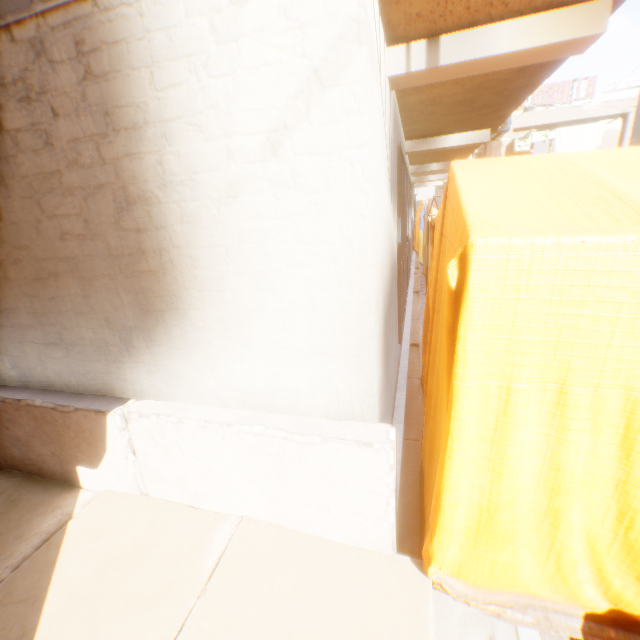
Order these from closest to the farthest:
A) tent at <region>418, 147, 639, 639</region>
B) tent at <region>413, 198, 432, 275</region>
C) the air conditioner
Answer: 1. tent at <region>418, 147, 639, 639</region>
2. the air conditioner
3. tent at <region>413, 198, 432, 275</region>

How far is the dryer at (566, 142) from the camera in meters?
18.4 m

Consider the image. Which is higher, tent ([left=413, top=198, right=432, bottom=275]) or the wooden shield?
the wooden shield

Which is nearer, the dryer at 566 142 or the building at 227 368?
the building at 227 368

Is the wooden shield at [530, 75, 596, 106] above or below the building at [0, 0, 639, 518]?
above

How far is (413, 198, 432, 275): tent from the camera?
9.95m

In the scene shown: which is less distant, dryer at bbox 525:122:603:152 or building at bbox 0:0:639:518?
building at bbox 0:0:639:518

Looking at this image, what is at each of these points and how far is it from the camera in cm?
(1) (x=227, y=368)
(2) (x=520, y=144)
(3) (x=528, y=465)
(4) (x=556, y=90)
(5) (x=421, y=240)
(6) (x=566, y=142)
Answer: (1) building, 224
(2) air conditioner, 1992
(3) tent, 157
(4) wooden shield, 1903
(5) tent, 1335
(6) dryer, 1892
